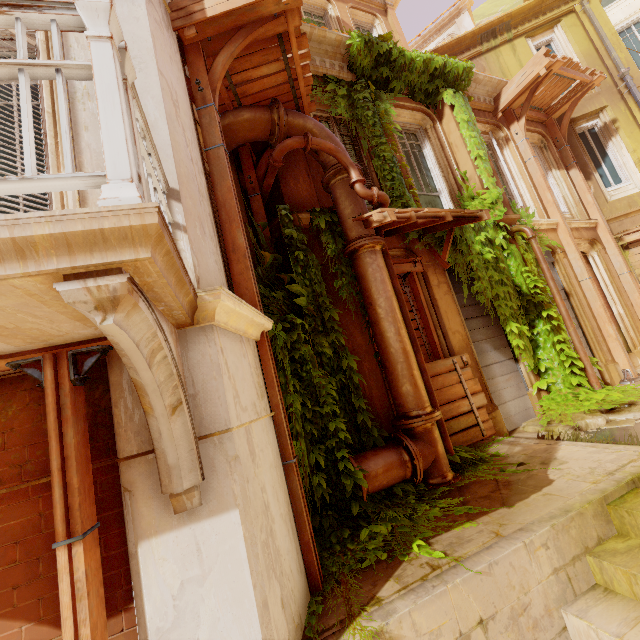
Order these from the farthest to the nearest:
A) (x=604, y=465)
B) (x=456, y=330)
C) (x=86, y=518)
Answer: (x=456, y=330), (x=604, y=465), (x=86, y=518)

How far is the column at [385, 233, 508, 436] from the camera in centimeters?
637cm

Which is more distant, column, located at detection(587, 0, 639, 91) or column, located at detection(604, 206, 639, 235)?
column, located at detection(587, 0, 639, 91)

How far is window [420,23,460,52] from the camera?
22.0 meters

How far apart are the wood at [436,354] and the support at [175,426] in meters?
4.2 m

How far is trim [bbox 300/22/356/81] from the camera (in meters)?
6.88

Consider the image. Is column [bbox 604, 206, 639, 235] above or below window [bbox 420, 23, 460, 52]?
below

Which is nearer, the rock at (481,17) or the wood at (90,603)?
the wood at (90,603)
